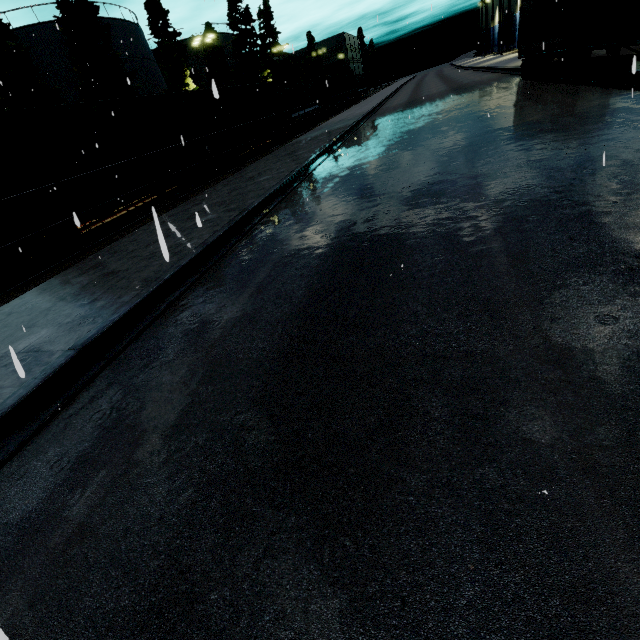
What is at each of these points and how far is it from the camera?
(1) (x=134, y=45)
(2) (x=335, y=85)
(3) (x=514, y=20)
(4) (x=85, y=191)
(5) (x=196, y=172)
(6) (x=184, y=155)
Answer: (1) silo, 32.91m
(2) coal car, 45.06m
(3) building, 59.25m
(4) coal car, 11.73m
(5) bogie, 17.61m
(6) coal car, 16.59m

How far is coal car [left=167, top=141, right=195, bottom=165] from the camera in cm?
1587

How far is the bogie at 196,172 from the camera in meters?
17.0 m

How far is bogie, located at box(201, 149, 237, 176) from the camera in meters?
18.5

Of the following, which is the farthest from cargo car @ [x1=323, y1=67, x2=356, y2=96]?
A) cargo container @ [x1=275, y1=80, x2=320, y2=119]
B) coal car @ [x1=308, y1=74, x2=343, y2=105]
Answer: cargo container @ [x1=275, y1=80, x2=320, y2=119]

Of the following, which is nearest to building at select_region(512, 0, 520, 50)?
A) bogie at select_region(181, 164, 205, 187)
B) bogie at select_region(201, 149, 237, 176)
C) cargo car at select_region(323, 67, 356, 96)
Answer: cargo car at select_region(323, 67, 356, 96)

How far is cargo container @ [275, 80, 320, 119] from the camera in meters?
29.4 m

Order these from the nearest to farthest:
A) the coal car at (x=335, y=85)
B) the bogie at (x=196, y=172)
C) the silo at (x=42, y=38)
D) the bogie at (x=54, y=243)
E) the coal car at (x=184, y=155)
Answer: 1. the bogie at (x=54, y=243)
2. the coal car at (x=184, y=155)
3. the bogie at (x=196, y=172)
4. the silo at (x=42, y=38)
5. the coal car at (x=335, y=85)
